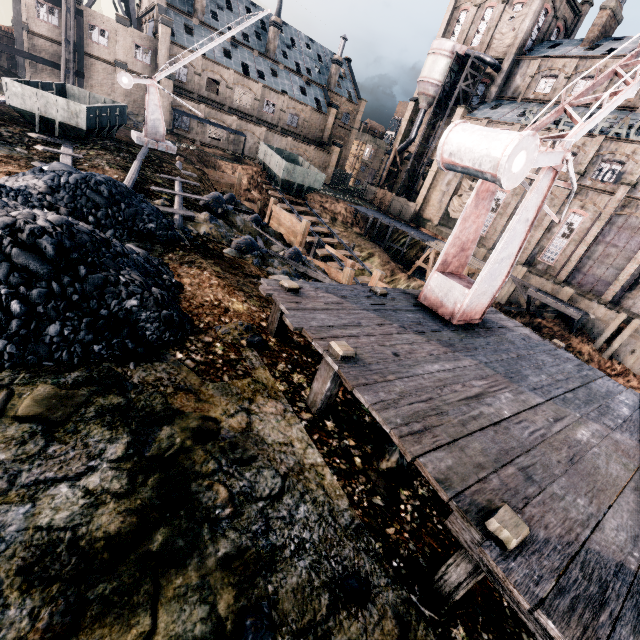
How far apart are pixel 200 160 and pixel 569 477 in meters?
35.8

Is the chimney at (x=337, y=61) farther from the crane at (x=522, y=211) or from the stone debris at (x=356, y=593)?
the stone debris at (x=356, y=593)

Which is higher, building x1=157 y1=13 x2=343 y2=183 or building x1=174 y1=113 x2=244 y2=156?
building x1=157 y1=13 x2=343 y2=183

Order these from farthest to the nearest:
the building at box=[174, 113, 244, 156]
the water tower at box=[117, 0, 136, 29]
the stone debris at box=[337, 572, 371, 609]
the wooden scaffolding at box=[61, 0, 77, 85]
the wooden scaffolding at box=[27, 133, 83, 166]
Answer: the water tower at box=[117, 0, 136, 29]
the building at box=[174, 113, 244, 156]
the wooden scaffolding at box=[61, 0, 77, 85]
the wooden scaffolding at box=[27, 133, 83, 166]
the stone debris at box=[337, 572, 371, 609]

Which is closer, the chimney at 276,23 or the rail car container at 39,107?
the rail car container at 39,107

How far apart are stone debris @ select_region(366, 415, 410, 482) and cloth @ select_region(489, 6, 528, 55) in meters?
58.6 m

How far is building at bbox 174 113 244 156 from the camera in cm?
4300

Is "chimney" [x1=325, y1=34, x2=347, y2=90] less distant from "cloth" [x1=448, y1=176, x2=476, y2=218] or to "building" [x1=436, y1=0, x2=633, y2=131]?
"building" [x1=436, y1=0, x2=633, y2=131]
